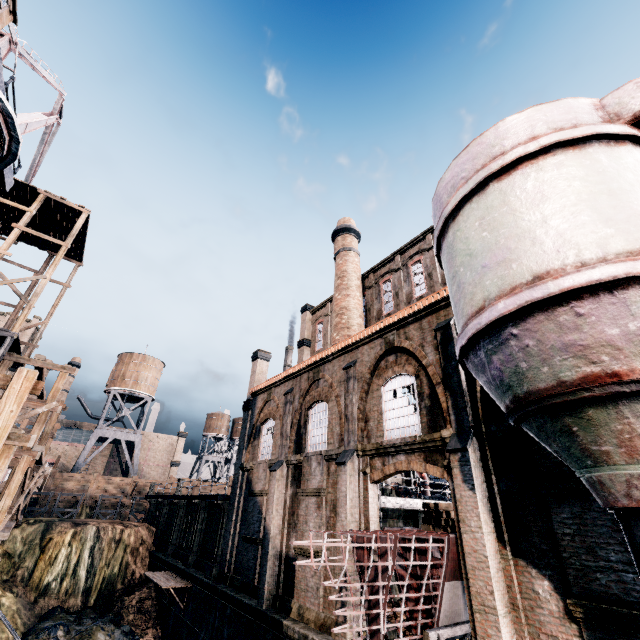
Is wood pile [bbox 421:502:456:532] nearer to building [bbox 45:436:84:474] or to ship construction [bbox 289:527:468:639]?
ship construction [bbox 289:527:468:639]

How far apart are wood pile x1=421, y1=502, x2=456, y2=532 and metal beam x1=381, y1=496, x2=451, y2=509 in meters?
1.9 m

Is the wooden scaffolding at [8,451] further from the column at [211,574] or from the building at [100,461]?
the building at [100,461]

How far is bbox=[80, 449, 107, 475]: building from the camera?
57.60m

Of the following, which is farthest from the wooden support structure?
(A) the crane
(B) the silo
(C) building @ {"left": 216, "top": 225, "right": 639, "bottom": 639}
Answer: (A) the crane

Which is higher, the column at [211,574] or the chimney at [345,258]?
the chimney at [345,258]

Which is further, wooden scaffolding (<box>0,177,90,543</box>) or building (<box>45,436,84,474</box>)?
building (<box>45,436,84,474</box>)

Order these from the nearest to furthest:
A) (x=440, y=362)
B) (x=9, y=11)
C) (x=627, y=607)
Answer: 1. (x=627, y=607)
2. (x=440, y=362)
3. (x=9, y=11)
